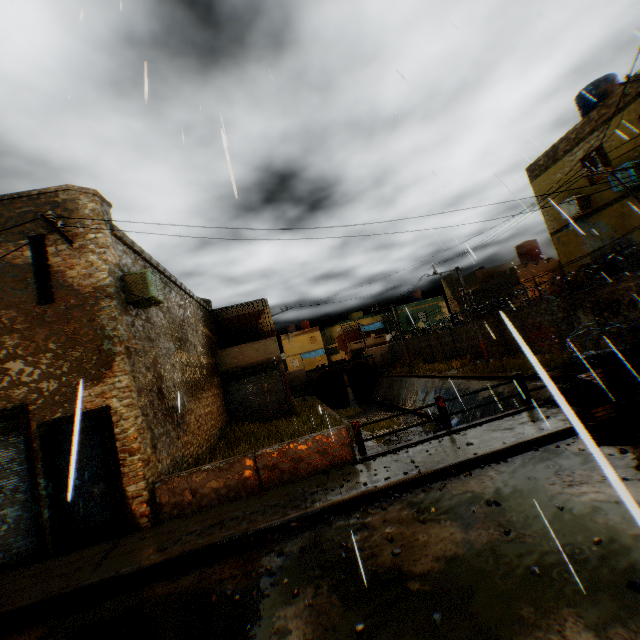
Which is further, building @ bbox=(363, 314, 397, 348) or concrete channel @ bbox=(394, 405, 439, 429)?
building @ bbox=(363, 314, 397, 348)

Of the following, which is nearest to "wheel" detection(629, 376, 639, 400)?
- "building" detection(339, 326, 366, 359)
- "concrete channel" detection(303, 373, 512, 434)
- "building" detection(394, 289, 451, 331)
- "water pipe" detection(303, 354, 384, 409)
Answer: "concrete channel" detection(303, 373, 512, 434)

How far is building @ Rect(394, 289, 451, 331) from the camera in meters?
43.2 m

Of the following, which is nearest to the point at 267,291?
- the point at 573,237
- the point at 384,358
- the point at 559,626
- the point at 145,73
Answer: the point at 145,73

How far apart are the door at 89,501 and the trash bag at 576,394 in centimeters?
673cm

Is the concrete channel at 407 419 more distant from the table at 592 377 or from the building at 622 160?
the table at 592 377

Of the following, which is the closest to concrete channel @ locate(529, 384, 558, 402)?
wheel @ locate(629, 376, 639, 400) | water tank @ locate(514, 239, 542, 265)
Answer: wheel @ locate(629, 376, 639, 400)

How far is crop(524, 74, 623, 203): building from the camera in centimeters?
1364cm
